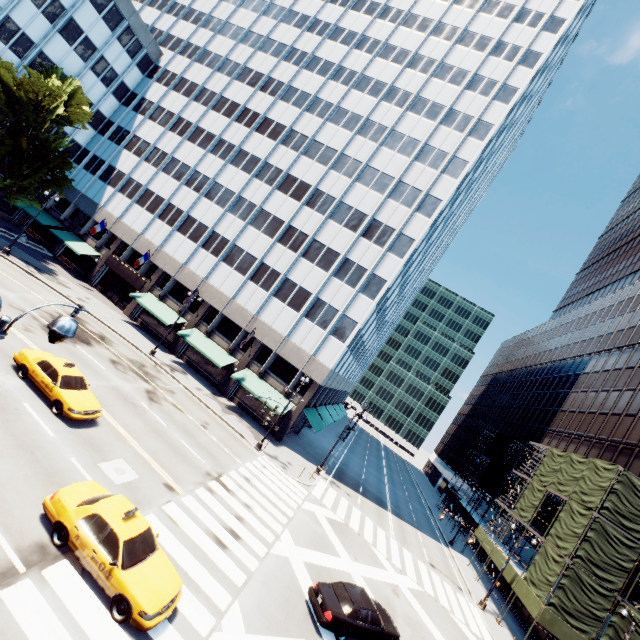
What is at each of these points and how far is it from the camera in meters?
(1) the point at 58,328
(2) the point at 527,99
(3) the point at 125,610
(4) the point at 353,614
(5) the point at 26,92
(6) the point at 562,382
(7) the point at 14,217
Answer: (1) light, 5.8
(2) building, 45.6
(3) vehicle, 9.1
(4) vehicle, 13.9
(5) tree, 31.8
(6) building, 49.0
(7) building, 44.5

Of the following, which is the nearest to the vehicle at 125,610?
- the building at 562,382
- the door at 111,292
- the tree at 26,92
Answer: the tree at 26,92

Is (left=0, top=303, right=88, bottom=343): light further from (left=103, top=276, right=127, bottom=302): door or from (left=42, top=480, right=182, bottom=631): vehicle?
(left=103, top=276, right=127, bottom=302): door

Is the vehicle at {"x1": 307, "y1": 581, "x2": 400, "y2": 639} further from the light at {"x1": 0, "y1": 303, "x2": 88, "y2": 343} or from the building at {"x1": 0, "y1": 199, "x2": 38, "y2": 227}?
the building at {"x1": 0, "y1": 199, "x2": 38, "y2": 227}

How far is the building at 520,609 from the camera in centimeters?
2908cm

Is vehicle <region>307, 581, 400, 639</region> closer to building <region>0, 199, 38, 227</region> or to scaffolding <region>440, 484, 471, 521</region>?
scaffolding <region>440, 484, 471, 521</region>

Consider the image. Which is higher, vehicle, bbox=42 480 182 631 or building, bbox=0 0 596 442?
building, bbox=0 0 596 442

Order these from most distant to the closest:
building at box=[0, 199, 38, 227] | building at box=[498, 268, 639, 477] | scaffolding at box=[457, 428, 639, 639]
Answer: building at box=[0, 199, 38, 227], building at box=[498, 268, 639, 477], scaffolding at box=[457, 428, 639, 639]
